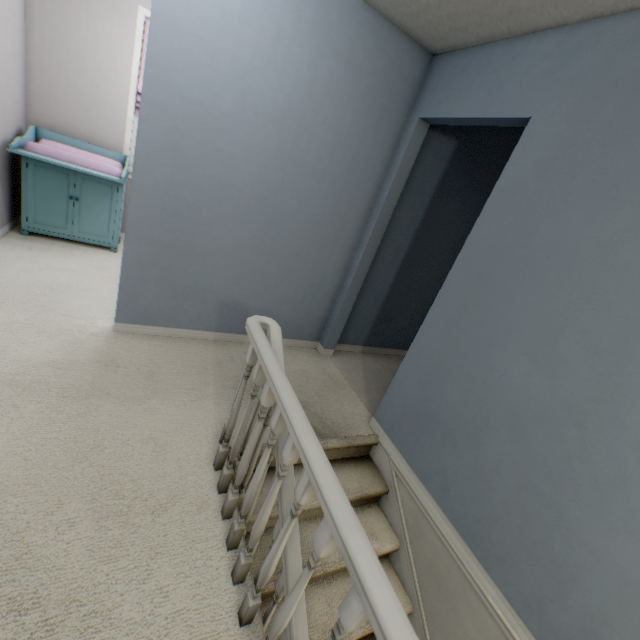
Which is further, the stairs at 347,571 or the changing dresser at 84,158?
the changing dresser at 84,158

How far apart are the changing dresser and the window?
0.10m

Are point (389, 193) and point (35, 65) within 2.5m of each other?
no

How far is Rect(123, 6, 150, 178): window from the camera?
3.17m

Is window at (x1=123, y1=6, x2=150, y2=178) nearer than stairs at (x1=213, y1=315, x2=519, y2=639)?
No

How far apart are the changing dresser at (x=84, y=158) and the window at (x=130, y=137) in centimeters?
10cm

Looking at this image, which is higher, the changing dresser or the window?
the window

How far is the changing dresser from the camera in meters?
3.0 m
